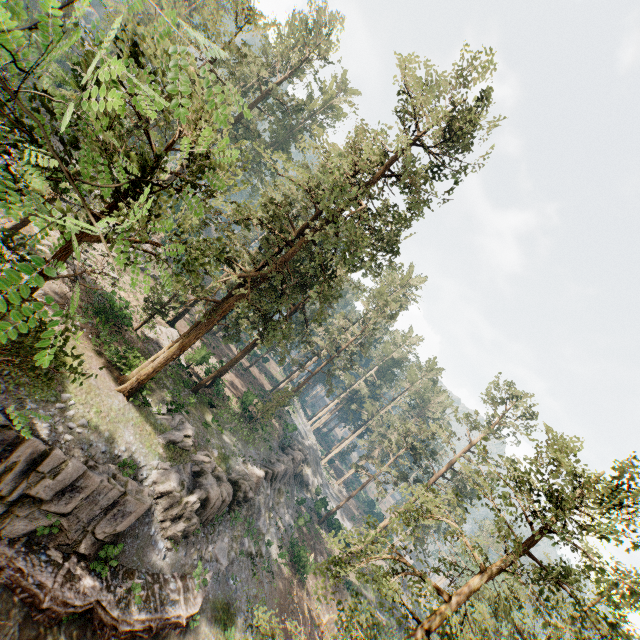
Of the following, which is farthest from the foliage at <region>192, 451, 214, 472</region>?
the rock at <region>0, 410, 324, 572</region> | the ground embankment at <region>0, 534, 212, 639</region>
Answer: the ground embankment at <region>0, 534, 212, 639</region>

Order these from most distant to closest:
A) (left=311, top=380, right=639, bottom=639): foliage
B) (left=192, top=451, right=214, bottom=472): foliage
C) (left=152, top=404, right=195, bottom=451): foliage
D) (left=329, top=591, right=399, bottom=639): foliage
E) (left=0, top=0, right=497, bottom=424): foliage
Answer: (left=192, top=451, right=214, bottom=472): foliage → (left=152, top=404, right=195, bottom=451): foliage → (left=329, top=591, right=399, bottom=639): foliage → (left=311, top=380, right=639, bottom=639): foliage → (left=0, top=0, right=497, bottom=424): foliage

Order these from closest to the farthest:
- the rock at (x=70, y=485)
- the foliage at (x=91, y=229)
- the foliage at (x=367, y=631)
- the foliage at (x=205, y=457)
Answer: the foliage at (x=91, y=229) < the foliage at (x=367, y=631) < the rock at (x=70, y=485) < the foliage at (x=205, y=457)

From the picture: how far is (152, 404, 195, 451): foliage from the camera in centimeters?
2331cm

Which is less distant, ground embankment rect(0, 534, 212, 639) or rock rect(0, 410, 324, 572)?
ground embankment rect(0, 534, 212, 639)

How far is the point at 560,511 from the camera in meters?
10.3 m

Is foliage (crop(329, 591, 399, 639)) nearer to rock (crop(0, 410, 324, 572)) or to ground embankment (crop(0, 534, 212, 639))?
rock (crop(0, 410, 324, 572))

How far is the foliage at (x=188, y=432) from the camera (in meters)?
23.31
